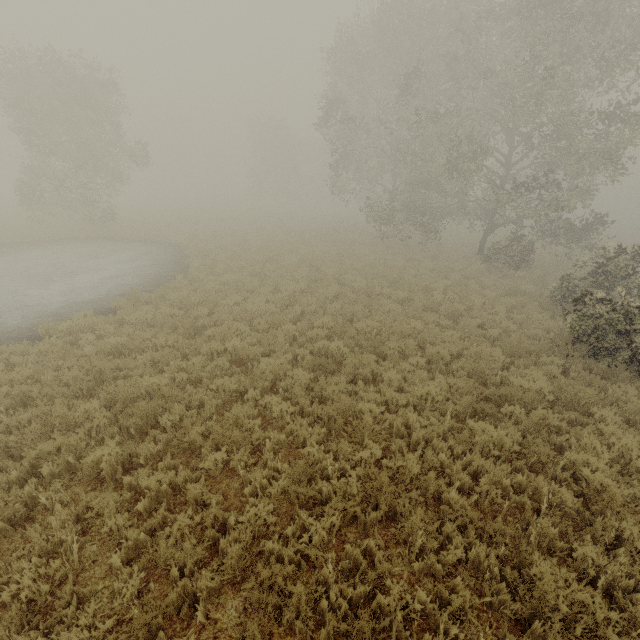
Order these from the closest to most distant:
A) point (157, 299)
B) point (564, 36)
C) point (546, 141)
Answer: point (157, 299), point (564, 36), point (546, 141)
